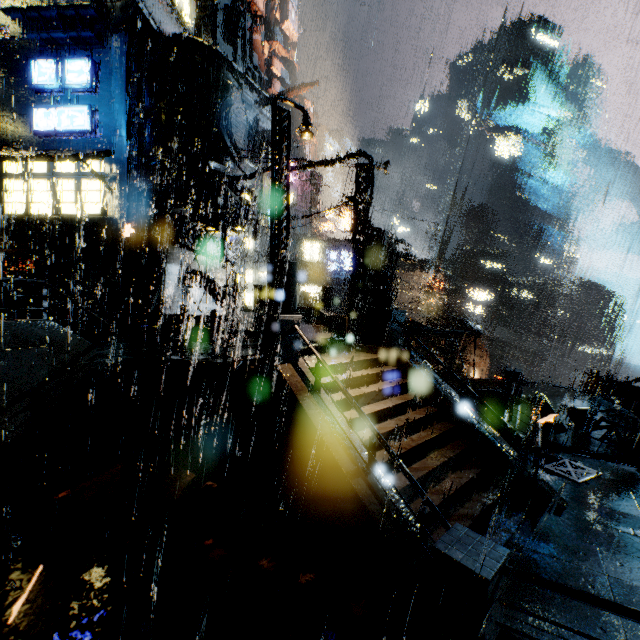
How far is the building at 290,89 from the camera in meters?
57.2 m

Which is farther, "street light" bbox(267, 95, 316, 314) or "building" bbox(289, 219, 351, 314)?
"building" bbox(289, 219, 351, 314)

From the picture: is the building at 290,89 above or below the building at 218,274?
above

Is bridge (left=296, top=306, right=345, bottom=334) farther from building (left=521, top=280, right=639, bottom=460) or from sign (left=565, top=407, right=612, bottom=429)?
sign (left=565, top=407, right=612, bottom=429)

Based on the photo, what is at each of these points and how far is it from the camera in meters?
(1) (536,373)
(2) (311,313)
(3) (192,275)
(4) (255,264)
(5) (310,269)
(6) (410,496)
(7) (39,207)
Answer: (1) gear, 53.2
(2) bridge, 24.2
(3) pipe, 20.2
(4) building, 42.4
(5) building, 40.4
(6) stairs, 7.3
(7) building, 18.5

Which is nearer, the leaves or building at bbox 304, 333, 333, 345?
the leaves

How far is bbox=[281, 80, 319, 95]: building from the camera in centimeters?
5725cm

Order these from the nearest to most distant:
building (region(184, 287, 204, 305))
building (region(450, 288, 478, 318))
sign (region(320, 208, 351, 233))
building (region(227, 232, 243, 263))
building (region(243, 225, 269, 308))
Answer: building (region(184, 287, 204, 305))
building (region(243, 225, 269, 308))
sign (region(320, 208, 351, 233))
building (region(227, 232, 243, 263))
building (region(450, 288, 478, 318))
